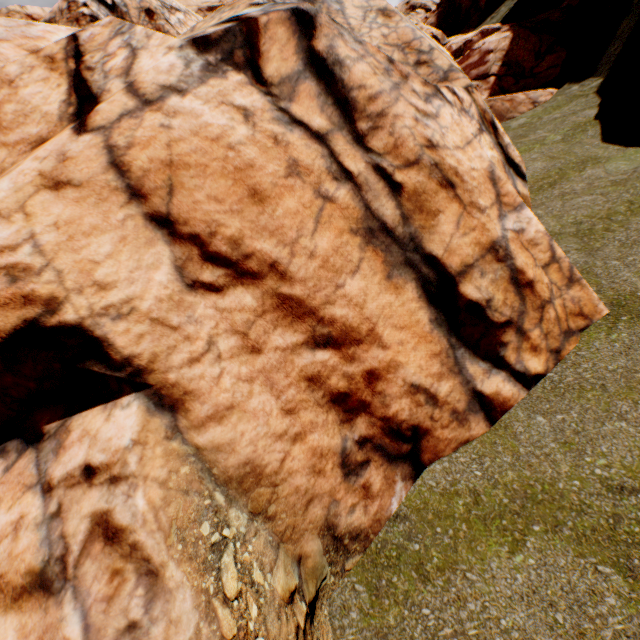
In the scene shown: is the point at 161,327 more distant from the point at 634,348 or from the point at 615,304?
the point at 615,304
